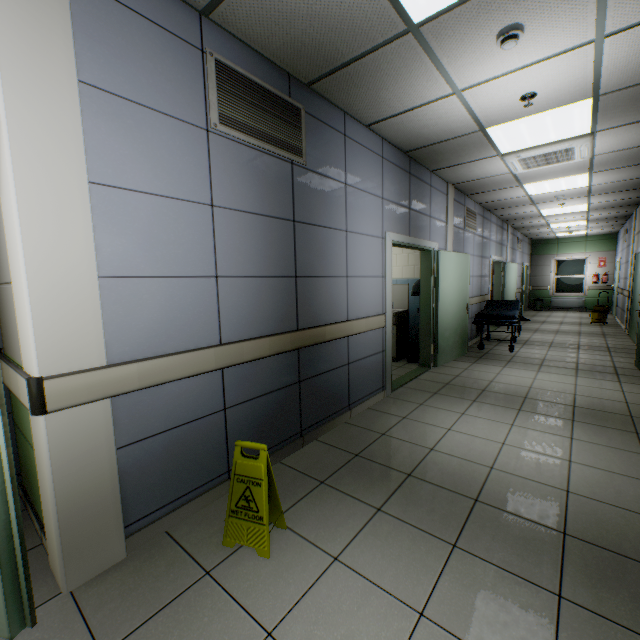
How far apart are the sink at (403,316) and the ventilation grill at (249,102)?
3.7 meters

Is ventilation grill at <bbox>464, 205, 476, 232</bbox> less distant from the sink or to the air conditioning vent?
the air conditioning vent

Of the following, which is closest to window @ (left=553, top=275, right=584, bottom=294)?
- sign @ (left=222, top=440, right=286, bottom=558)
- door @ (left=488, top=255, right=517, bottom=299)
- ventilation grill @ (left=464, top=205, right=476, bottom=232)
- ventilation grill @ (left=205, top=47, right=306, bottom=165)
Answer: door @ (left=488, top=255, right=517, bottom=299)

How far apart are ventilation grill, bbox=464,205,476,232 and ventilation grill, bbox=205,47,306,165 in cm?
504

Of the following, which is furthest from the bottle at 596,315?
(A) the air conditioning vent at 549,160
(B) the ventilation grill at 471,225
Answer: (A) the air conditioning vent at 549,160

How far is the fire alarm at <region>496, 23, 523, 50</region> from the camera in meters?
2.2

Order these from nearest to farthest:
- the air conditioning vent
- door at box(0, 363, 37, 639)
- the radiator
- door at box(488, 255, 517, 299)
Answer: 1. door at box(0, 363, 37, 639)
2. the air conditioning vent
3. door at box(488, 255, 517, 299)
4. the radiator

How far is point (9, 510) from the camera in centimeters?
140cm
